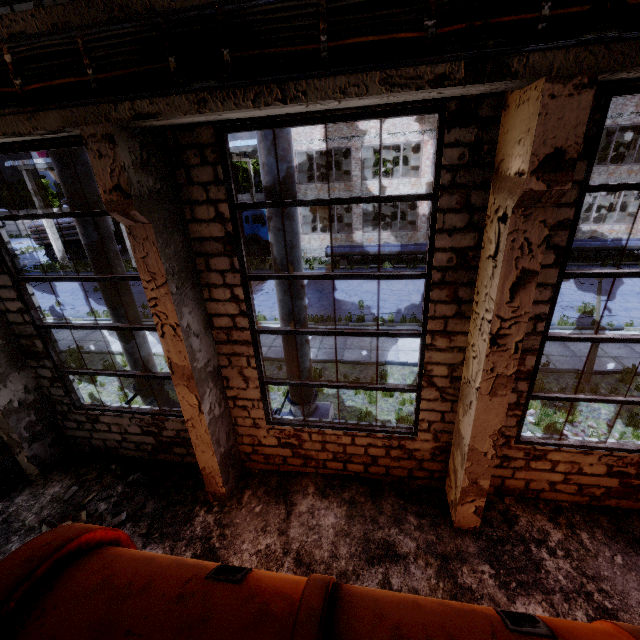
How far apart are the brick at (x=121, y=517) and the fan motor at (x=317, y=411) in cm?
340

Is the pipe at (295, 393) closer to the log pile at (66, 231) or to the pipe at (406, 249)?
the pipe at (406, 249)

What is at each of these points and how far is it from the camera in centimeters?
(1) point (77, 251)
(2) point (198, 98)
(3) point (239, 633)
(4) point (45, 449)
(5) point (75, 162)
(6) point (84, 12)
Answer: (1) truck, 3014cm
(2) beam, 321cm
(3) cable machine, 288cm
(4) column beam, 715cm
(5) pipe, 587cm
(6) beam, 305cm

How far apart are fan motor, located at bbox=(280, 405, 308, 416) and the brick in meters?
3.4

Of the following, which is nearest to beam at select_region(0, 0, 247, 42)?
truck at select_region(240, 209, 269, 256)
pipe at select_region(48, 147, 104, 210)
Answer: pipe at select_region(48, 147, 104, 210)

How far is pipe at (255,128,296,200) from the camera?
5.07m

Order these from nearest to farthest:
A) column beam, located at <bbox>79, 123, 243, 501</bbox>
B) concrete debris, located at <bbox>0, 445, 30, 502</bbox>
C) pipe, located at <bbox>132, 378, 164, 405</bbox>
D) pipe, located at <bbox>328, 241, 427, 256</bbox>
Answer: column beam, located at <bbox>79, 123, 243, 501</bbox> < concrete debris, located at <bbox>0, 445, 30, 502</bbox> < pipe, located at <bbox>132, 378, 164, 405</bbox> < pipe, located at <bbox>328, 241, 427, 256</bbox>

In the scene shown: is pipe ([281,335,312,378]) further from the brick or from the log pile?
the log pile
